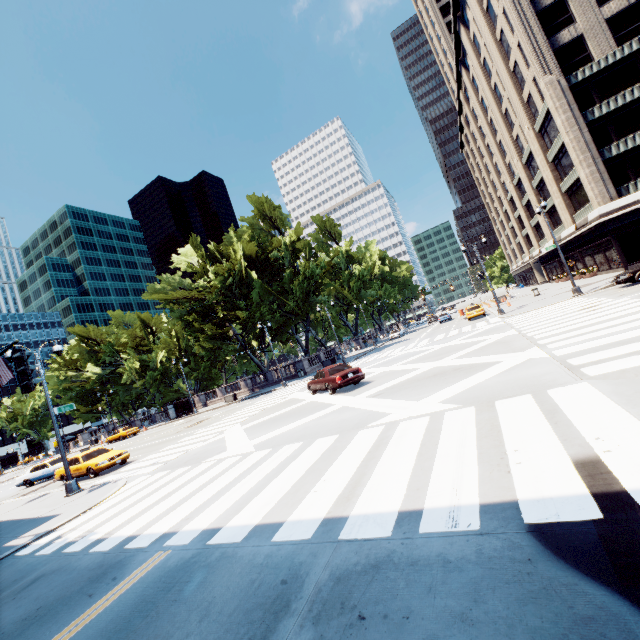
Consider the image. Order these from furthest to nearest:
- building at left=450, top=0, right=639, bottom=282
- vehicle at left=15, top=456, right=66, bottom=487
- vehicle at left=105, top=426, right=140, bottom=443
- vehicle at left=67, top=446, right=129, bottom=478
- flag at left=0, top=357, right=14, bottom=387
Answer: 1. vehicle at left=105, top=426, right=140, bottom=443
2. building at left=450, top=0, right=639, bottom=282
3. vehicle at left=15, top=456, right=66, bottom=487
4. vehicle at left=67, top=446, right=129, bottom=478
5. flag at left=0, top=357, right=14, bottom=387

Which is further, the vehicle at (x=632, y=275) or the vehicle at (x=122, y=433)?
the vehicle at (x=122, y=433)

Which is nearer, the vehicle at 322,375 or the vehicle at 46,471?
the vehicle at 322,375

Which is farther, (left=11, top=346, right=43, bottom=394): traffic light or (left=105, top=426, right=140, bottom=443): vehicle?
(left=105, top=426, right=140, bottom=443): vehicle

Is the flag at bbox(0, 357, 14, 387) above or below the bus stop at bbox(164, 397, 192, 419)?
above

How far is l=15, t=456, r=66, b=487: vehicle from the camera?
19.5m

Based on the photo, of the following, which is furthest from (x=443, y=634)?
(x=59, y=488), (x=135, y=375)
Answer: (x=135, y=375)

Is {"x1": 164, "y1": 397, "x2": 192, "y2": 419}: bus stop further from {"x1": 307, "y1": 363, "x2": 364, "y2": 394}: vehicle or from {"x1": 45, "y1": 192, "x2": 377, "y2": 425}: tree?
{"x1": 307, "y1": 363, "x2": 364, "y2": 394}: vehicle
